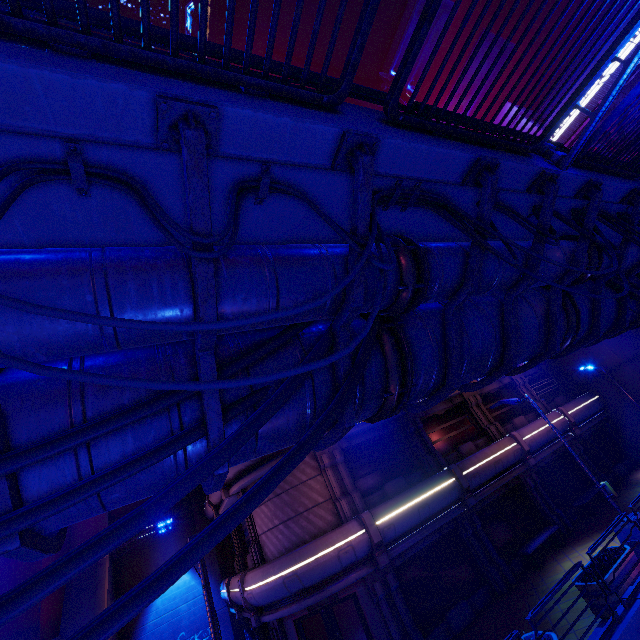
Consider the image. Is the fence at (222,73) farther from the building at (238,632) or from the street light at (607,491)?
the building at (238,632)

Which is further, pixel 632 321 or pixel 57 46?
pixel 632 321

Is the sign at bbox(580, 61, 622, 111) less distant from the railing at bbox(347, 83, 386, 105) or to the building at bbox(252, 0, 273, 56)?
the building at bbox(252, 0, 273, 56)

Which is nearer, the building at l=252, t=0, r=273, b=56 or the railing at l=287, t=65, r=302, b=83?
Result: the railing at l=287, t=65, r=302, b=83

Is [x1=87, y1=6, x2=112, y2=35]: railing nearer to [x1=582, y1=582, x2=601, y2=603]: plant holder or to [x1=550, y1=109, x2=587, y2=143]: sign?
[x1=582, y1=582, x2=601, y2=603]: plant holder

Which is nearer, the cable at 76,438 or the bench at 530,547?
the cable at 76,438

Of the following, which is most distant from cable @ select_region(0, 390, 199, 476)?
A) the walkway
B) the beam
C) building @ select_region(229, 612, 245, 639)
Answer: building @ select_region(229, 612, 245, 639)

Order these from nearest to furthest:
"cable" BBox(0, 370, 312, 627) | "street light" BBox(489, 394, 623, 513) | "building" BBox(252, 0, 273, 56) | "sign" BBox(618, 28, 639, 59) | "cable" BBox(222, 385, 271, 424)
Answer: "cable" BBox(0, 370, 312, 627)
"cable" BBox(222, 385, 271, 424)
"street light" BBox(489, 394, 623, 513)
"sign" BBox(618, 28, 639, 59)
"building" BBox(252, 0, 273, 56)
